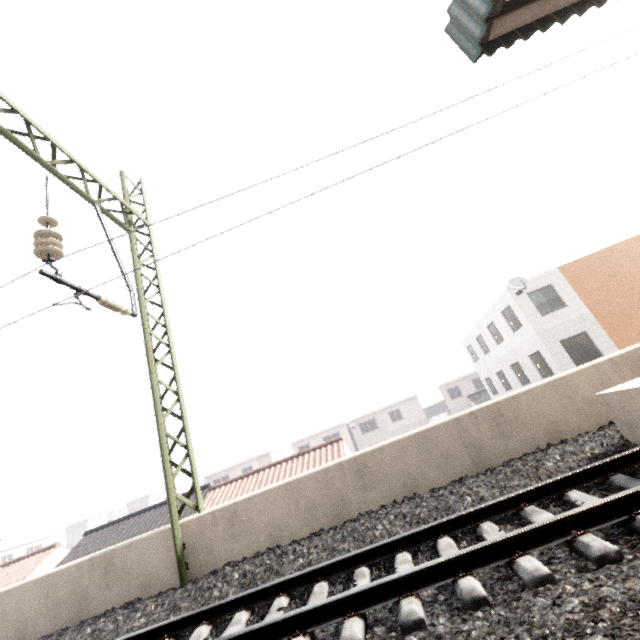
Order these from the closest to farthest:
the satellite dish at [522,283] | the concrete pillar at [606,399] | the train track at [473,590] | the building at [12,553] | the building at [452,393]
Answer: the train track at [473,590] → the concrete pillar at [606,399] → the satellite dish at [522,283] → the building at [452,393] → the building at [12,553]

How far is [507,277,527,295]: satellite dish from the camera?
17.42m

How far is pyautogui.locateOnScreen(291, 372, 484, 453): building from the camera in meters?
40.3

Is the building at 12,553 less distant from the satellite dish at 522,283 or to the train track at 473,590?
the train track at 473,590

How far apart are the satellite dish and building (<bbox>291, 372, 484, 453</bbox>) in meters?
25.9

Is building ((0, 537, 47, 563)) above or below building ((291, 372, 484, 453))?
above

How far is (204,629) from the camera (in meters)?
3.70

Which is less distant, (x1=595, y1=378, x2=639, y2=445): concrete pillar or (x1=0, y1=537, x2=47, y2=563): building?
(x1=595, y1=378, x2=639, y2=445): concrete pillar
